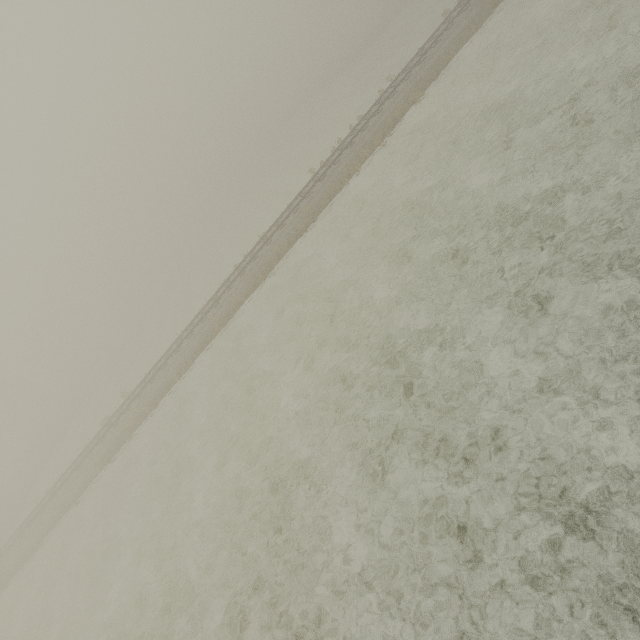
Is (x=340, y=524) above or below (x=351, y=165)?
below
